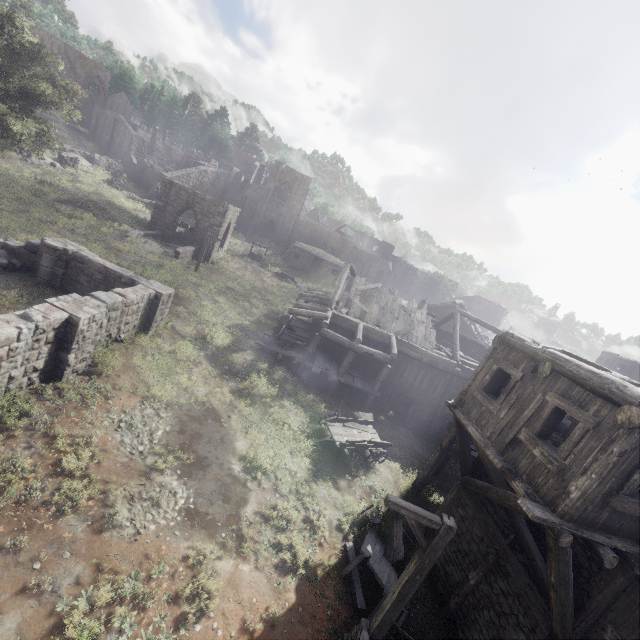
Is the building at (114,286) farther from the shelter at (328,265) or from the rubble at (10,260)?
the shelter at (328,265)

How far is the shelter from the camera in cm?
4266

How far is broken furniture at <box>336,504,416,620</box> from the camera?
→ 9.2 meters

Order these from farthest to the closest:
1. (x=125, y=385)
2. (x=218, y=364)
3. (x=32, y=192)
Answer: (x=32, y=192) → (x=218, y=364) → (x=125, y=385)

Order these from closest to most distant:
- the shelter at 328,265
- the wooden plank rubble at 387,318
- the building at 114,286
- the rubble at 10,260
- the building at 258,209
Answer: the building at 258,209, the building at 114,286, the rubble at 10,260, the wooden plank rubble at 387,318, the shelter at 328,265

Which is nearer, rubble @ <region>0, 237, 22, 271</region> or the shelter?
rubble @ <region>0, 237, 22, 271</region>

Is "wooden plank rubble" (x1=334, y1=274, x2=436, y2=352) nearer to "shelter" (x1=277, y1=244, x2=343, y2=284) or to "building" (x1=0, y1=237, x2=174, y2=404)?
"building" (x1=0, y1=237, x2=174, y2=404)

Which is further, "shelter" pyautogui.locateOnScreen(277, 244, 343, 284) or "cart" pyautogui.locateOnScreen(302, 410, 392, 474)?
"shelter" pyautogui.locateOnScreen(277, 244, 343, 284)
